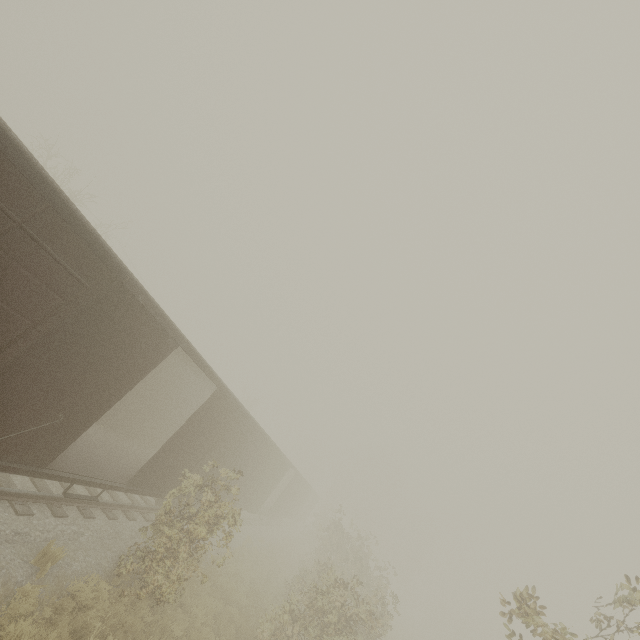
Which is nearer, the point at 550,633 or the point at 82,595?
the point at 550,633
